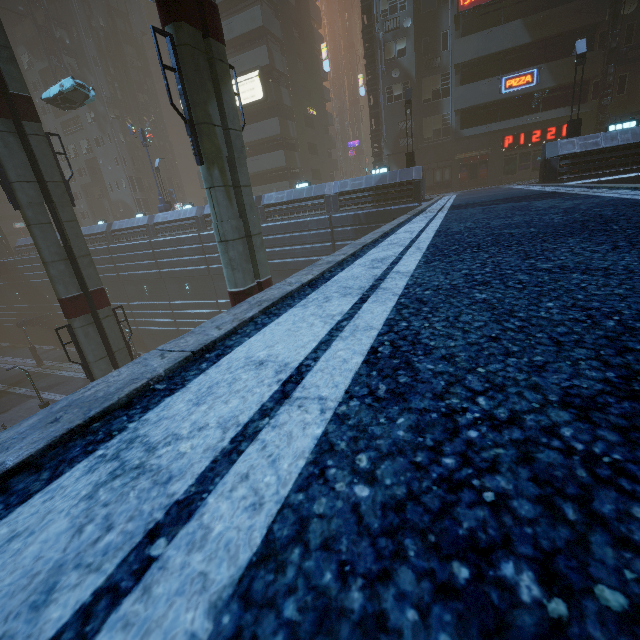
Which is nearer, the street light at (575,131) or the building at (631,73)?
the street light at (575,131)

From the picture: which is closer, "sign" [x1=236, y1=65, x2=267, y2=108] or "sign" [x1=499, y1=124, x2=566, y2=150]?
"sign" [x1=499, y1=124, x2=566, y2=150]

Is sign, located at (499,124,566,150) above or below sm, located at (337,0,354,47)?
below

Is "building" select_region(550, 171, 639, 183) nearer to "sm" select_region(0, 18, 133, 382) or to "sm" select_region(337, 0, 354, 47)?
"sm" select_region(0, 18, 133, 382)

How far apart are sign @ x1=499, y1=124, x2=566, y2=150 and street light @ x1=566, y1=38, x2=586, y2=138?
8.6 meters

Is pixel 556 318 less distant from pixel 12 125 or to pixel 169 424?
pixel 169 424

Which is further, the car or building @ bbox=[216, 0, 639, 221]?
the car

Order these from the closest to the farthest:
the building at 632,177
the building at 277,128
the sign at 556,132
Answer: the building at 632,177, the building at 277,128, the sign at 556,132
